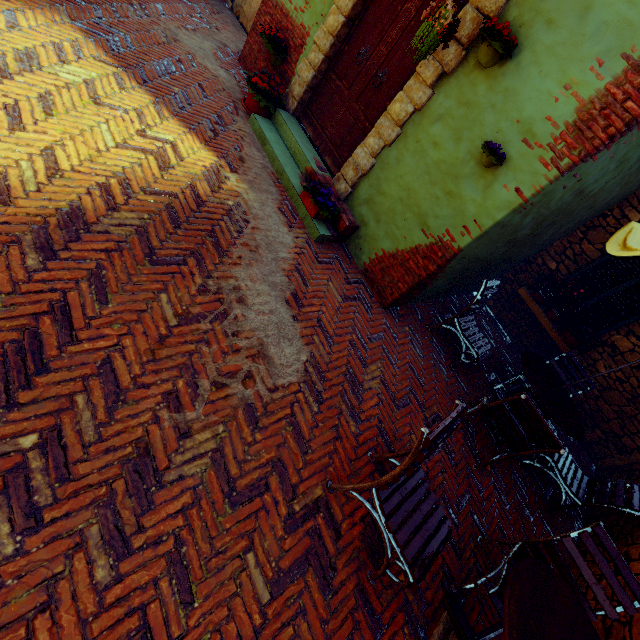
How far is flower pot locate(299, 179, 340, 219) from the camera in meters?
4.2

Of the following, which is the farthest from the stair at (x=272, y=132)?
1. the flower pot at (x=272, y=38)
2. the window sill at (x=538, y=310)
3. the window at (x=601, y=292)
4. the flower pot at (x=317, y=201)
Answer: the window at (x=601, y=292)

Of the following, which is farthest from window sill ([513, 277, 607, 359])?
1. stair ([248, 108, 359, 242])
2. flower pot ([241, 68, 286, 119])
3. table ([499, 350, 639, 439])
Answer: flower pot ([241, 68, 286, 119])

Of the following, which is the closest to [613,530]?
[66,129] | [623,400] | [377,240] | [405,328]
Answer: [623,400]

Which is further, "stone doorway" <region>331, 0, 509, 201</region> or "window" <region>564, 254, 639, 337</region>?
"window" <region>564, 254, 639, 337</region>

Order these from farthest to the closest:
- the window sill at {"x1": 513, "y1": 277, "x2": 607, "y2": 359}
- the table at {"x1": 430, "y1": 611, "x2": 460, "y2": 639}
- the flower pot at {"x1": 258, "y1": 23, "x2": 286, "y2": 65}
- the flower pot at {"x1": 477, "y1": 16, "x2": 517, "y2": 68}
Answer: the window sill at {"x1": 513, "y1": 277, "x2": 607, "y2": 359}
the flower pot at {"x1": 258, "y1": 23, "x2": 286, "y2": 65}
the flower pot at {"x1": 477, "y1": 16, "x2": 517, "y2": 68}
the table at {"x1": 430, "y1": 611, "x2": 460, "y2": 639}

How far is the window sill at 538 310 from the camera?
5.5 meters

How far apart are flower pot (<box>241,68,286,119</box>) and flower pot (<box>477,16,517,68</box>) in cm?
286
